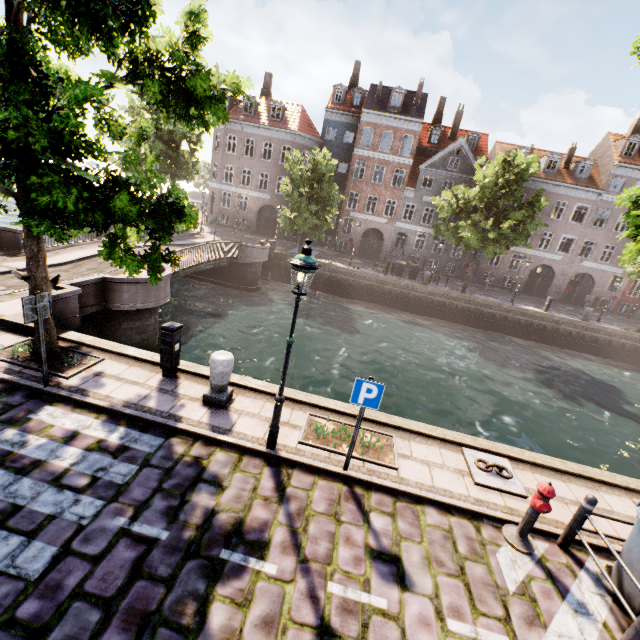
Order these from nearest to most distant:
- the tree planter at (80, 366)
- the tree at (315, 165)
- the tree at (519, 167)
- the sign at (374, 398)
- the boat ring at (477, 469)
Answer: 1. the sign at (374, 398)
2. the boat ring at (477, 469)
3. the tree planter at (80, 366)
4. the tree at (519, 167)
5. the tree at (315, 165)

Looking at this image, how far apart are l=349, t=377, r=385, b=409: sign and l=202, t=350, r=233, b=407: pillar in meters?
2.7

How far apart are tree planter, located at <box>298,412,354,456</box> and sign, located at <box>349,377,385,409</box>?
1.4 meters

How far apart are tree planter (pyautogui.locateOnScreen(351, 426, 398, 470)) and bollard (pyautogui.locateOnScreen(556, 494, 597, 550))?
2.8m

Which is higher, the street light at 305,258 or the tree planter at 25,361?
the street light at 305,258

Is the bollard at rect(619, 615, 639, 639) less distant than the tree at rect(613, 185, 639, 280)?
Yes

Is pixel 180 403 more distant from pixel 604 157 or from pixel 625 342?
pixel 604 157

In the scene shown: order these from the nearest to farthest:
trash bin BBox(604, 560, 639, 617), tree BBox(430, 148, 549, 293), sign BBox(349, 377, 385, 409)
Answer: trash bin BBox(604, 560, 639, 617) → sign BBox(349, 377, 385, 409) → tree BBox(430, 148, 549, 293)
